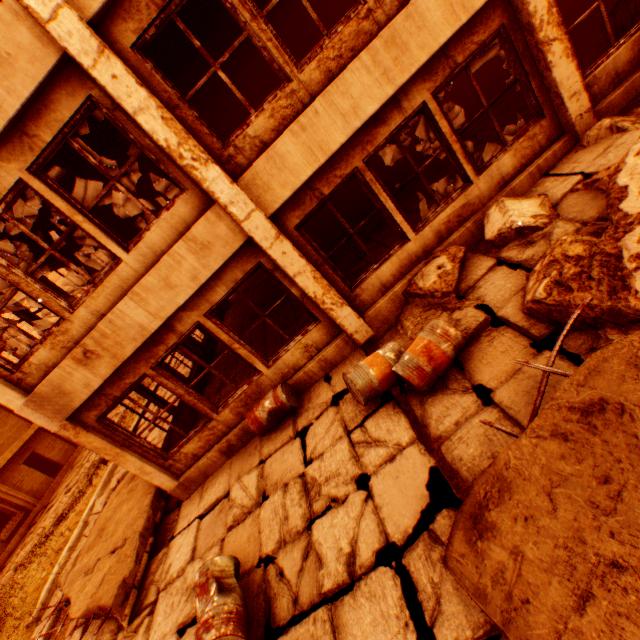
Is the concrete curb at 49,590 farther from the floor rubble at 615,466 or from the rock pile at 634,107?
the floor rubble at 615,466

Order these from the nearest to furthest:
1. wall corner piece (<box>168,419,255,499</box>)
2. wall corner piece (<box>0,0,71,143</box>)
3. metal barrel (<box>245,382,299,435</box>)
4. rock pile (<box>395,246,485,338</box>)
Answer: wall corner piece (<box>0,0,71,143</box>) < rock pile (<box>395,246,485,338</box>) < metal barrel (<box>245,382,299,435</box>) < wall corner piece (<box>168,419,255,499</box>)

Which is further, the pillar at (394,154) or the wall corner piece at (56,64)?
the pillar at (394,154)

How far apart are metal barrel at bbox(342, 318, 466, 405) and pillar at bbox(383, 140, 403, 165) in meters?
9.5 m

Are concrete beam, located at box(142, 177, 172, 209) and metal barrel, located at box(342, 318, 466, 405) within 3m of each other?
no

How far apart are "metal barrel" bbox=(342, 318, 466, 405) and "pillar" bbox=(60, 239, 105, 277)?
8.0 meters

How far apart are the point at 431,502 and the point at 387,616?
1.0m

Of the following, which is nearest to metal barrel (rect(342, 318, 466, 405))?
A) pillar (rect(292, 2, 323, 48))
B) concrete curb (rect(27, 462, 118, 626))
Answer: concrete curb (rect(27, 462, 118, 626))
